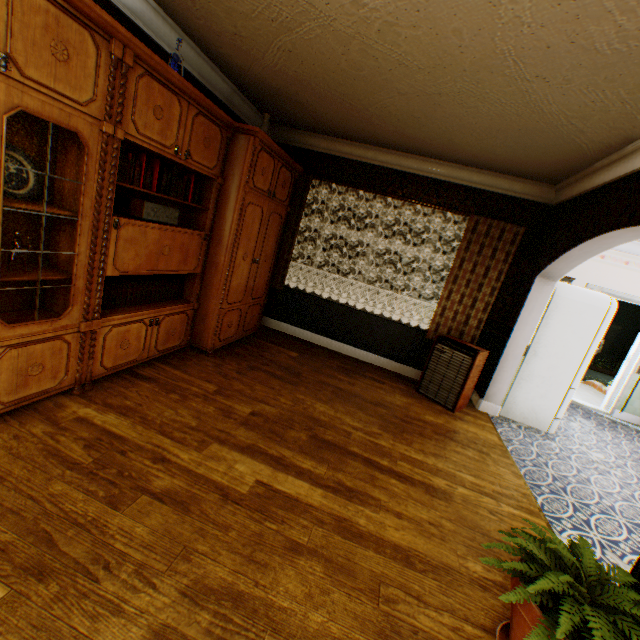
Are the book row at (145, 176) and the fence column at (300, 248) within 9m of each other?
no

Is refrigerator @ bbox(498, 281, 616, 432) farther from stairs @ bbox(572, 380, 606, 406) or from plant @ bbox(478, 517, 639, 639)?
plant @ bbox(478, 517, 639, 639)

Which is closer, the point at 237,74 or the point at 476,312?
the point at 237,74

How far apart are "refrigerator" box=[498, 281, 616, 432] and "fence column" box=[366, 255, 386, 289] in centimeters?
1583cm

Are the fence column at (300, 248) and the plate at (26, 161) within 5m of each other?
no

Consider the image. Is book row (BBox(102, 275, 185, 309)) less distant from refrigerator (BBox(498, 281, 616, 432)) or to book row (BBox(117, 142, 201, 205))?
book row (BBox(117, 142, 201, 205))

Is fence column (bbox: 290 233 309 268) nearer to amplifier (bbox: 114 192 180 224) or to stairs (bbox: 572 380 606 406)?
stairs (bbox: 572 380 606 406)

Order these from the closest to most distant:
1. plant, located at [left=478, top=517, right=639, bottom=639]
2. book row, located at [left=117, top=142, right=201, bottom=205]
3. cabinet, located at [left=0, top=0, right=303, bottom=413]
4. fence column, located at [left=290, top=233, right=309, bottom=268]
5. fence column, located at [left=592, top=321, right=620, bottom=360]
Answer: plant, located at [left=478, top=517, right=639, bottom=639] → cabinet, located at [left=0, top=0, right=303, bottom=413] → book row, located at [left=117, top=142, right=201, bottom=205] → fence column, located at [left=592, top=321, right=620, bottom=360] → fence column, located at [left=290, top=233, right=309, bottom=268]
